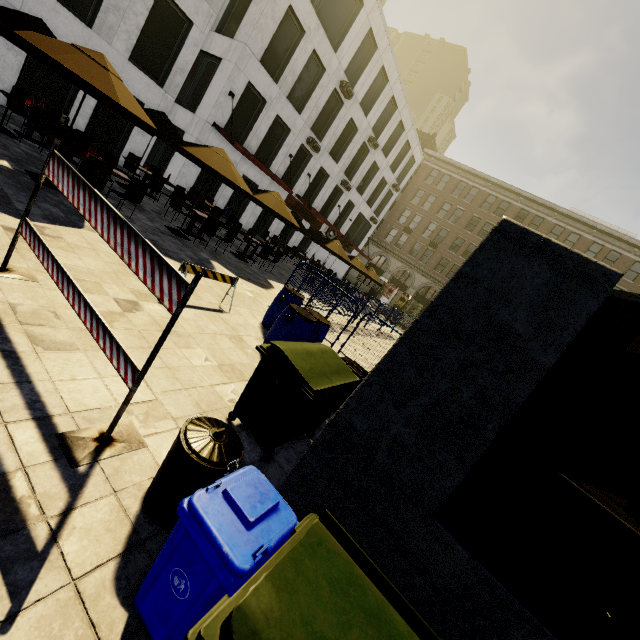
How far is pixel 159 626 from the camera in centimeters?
176cm

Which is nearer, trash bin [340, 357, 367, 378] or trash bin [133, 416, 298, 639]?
trash bin [133, 416, 298, 639]

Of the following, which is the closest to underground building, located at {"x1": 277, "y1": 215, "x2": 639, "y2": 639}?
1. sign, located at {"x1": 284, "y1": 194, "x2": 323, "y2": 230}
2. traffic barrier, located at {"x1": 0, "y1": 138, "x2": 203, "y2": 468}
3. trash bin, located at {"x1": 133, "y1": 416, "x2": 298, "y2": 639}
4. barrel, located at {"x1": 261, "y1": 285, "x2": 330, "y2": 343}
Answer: trash bin, located at {"x1": 133, "y1": 416, "x2": 298, "y2": 639}

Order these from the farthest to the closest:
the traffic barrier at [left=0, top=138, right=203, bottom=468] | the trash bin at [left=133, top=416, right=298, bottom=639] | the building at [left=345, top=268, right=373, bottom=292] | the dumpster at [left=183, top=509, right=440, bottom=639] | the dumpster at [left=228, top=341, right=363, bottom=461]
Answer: the building at [left=345, top=268, right=373, bottom=292]
the dumpster at [left=228, top=341, right=363, bottom=461]
the traffic barrier at [left=0, top=138, right=203, bottom=468]
the trash bin at [left=133, top=416, right=298, bottom=639]
the dumpster at [left=183, top=509, right=440, bottom=639]

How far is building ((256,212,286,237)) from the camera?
24.08m

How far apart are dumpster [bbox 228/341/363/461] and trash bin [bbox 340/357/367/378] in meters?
1.0

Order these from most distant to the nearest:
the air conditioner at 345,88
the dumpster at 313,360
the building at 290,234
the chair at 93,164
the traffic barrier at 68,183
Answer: the building at 290,234
the air conditioner at 345,88
the chair at 93,164
the dumpster at 313,360
the traffic barrier at 68,183

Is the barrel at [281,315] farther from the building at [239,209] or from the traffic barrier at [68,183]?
the building at [239,209]
